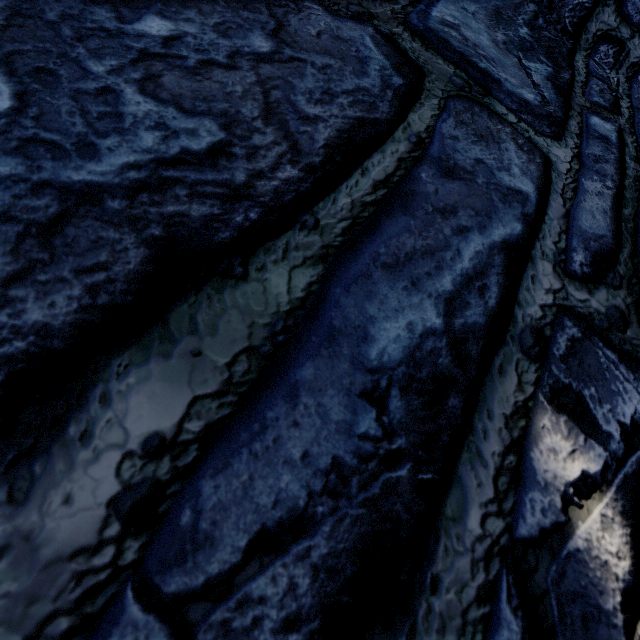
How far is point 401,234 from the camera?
0.6 meters
